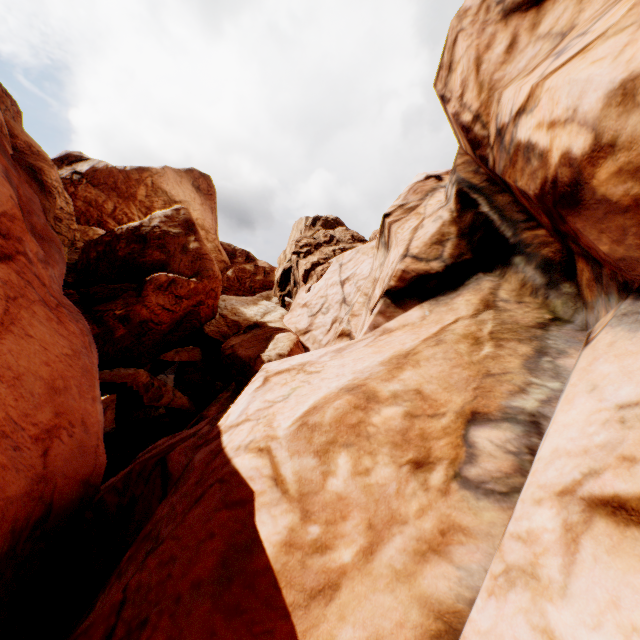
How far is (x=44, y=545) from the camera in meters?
6.3
